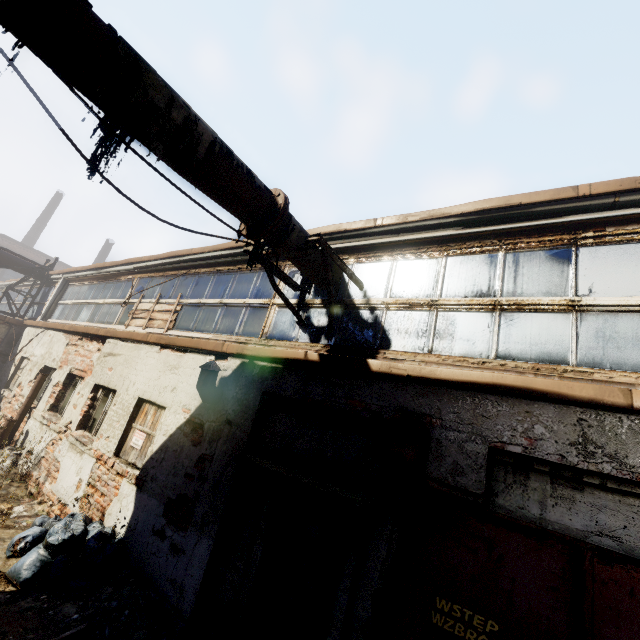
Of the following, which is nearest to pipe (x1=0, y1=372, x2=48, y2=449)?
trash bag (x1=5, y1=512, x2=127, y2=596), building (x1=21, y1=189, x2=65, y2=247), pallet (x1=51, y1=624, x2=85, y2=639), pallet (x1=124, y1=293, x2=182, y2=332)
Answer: pallet (x1=124, y1=293, x2=182, y2=332)

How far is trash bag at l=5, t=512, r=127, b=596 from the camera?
4.32m

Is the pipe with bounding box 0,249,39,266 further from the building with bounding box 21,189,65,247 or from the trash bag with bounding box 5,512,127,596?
the building with bounding box 21,189,65,247

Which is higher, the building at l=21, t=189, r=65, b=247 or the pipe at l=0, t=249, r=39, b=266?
the building at l=21, t=189, r=65, b=247

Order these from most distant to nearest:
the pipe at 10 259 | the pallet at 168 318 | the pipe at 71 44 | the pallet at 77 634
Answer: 1. the pipe at 10 259
2. the pallet at 168 318
3. the pallet at 77 634
4. the pipe at 71 44

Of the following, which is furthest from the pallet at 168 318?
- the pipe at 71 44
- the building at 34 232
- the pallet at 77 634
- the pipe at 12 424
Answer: the building at 34 232

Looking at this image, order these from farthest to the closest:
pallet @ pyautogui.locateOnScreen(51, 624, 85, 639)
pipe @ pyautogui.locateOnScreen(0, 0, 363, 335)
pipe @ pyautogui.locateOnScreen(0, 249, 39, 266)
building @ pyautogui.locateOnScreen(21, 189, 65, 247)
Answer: building @ pyautogui.locateOnScreen(21, 189, 65, 247) → pipe @ pyautogui.locateOnScreen(0, 249, 39, 266) → pallet @ pyautogui.locateOnScreen(51, 624, 85, 639) → pipe @ pyautogui.locateOnScreen(0, 0, 363, 335)

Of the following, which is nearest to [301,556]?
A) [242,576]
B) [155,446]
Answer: [242,576]
